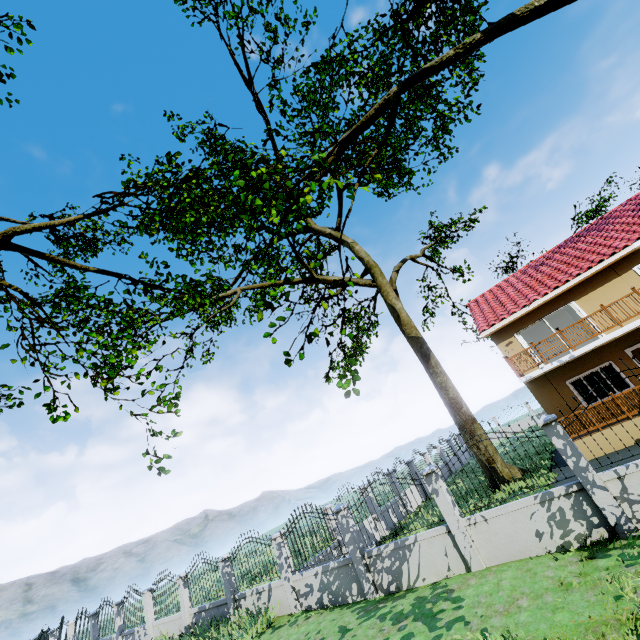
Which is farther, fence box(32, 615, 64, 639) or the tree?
fence box(32, 615, 64, 639)

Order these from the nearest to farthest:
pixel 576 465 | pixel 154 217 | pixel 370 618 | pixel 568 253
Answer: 1. pixel 576 465
2. pixel 370 618
3. pixel 154 217
4. pixel 568 253

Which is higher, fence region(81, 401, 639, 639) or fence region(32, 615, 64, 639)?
fence region(32, 615, 64, 639)

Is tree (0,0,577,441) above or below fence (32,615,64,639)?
above

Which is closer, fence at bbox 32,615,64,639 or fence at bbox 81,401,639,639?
fence at bbox 81,401,639,639

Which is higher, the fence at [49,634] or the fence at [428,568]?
the fence at [49,634]

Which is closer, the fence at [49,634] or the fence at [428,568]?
the fence at [428,568]
